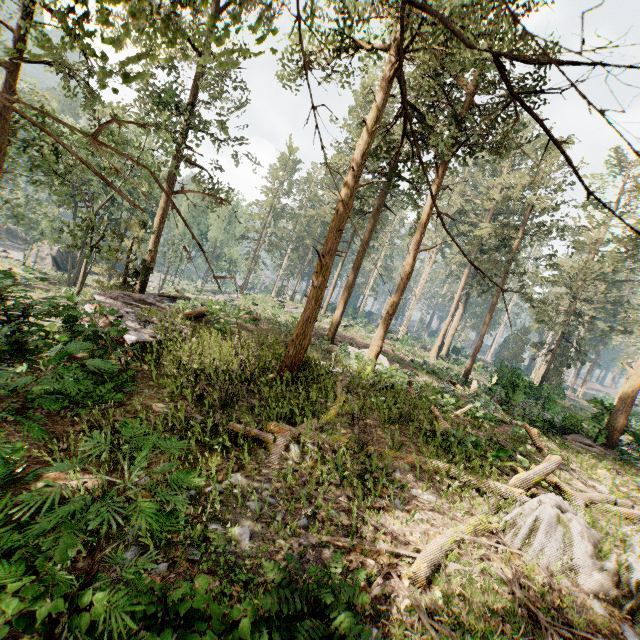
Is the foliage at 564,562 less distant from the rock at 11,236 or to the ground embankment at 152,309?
the ground embankment at 152,309

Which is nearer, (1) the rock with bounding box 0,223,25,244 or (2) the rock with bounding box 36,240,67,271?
(2) the rock with bounding box 36,240,67,271

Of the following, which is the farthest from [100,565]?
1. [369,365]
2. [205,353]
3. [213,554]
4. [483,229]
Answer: [483,229]

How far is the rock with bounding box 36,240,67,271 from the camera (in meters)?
44.15

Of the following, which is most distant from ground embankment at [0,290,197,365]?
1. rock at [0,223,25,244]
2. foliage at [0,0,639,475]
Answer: rock at [0,223,25,244]

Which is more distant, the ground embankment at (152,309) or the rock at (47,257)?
the rock at (47,257)

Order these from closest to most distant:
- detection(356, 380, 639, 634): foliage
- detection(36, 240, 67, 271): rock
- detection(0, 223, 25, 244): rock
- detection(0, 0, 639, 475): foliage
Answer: detection(0, 0, 639, 475): foliage → detection(356, 380, 639, 634): foliage → detection(36, 240, 67, 271): rock → detection(0, 223, 25, 244): rock

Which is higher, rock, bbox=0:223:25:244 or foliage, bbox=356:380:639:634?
foliage, bbox=356:380:639:634
